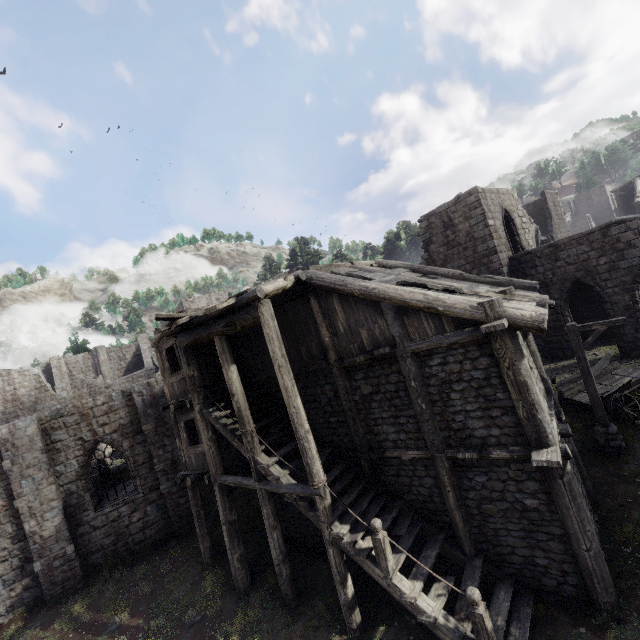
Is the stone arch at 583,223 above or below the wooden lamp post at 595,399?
above

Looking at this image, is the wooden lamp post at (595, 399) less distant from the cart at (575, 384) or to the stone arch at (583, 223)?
the cart at (575, 384)

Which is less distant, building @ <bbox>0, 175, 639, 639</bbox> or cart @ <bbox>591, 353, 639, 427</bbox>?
Result: building @ <bbox>0, 175, 639, 639</bbox>

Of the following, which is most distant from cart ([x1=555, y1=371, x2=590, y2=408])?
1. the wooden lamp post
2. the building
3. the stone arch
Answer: the stone arch

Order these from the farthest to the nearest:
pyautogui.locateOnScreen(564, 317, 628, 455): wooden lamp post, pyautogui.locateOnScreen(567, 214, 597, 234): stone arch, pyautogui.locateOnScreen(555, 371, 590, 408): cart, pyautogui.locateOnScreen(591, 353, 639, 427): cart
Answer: pyautogui.locateOnScreen(567, 214, 597, 234): stone arch → pyautogui.locateOnScreen(555, 371, 590, 408): cart → pyautogui.locateOnScreen(591, 353, 639, 427): cart → pyautogui.locateOnScreen(564, 317, 628, 455): wooden lamp post

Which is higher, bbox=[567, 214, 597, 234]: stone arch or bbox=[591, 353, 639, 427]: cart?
bbox=[567, 214, 597, 234]: stone arch

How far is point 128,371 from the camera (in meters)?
40.88
